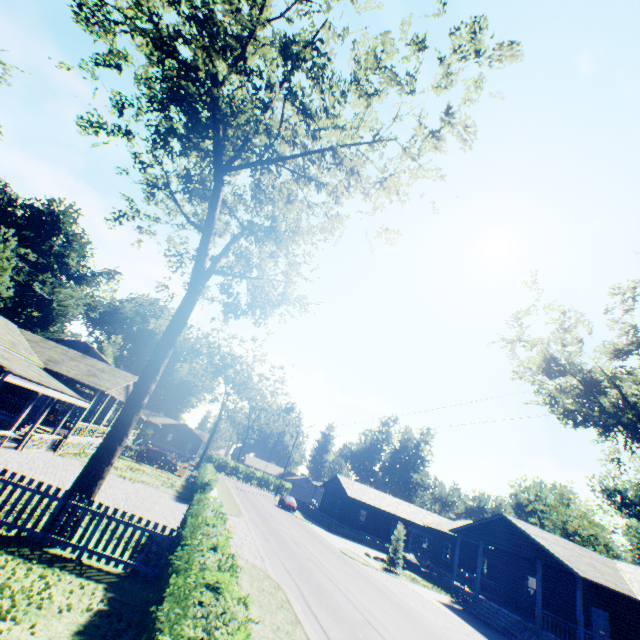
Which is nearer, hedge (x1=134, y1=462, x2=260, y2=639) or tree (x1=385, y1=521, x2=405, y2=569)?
hedge (x1=134, y1=462, x2=260, y2=639)

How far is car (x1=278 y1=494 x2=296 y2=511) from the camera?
43.34m

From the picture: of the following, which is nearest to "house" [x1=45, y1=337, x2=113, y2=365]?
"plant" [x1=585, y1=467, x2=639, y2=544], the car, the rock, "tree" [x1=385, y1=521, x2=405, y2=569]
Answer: the car

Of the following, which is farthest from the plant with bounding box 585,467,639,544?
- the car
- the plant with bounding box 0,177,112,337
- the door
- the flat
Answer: the plant with bounding box 0,177,112,337

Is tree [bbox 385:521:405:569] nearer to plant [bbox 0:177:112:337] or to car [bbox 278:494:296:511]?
car [bbox 278:494:296:511]

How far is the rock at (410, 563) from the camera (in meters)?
31.75

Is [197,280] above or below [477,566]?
above

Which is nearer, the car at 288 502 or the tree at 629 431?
the tree at 629 431
